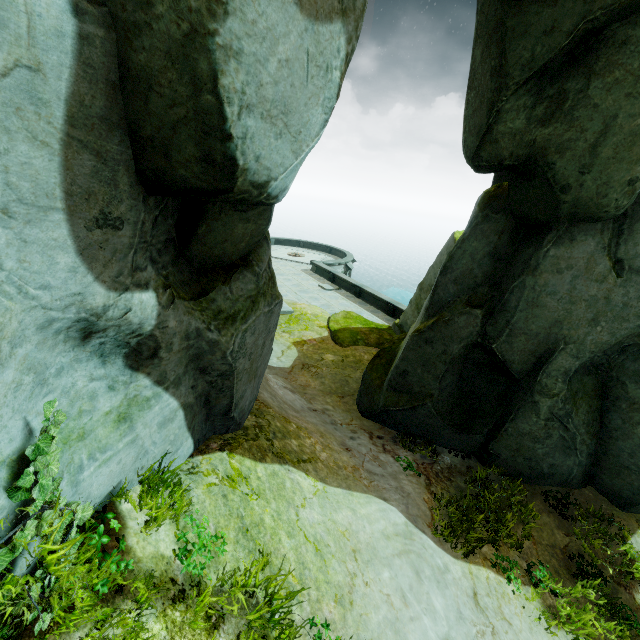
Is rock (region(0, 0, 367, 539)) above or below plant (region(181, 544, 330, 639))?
above

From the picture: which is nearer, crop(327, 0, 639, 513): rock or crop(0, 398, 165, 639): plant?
crop(0, 398, 165, 639): plant

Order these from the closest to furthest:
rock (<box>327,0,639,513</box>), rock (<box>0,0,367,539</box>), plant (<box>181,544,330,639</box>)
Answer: rock (<box>0,0,367,539</box>)
plant (<box>181,544,330,639</box>)
rock (<box>327,0,639,513</box>)

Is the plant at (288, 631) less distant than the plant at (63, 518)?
No

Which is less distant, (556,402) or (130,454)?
(130,454)

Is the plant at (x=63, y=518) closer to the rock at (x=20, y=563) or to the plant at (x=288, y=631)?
the rock at (x=20, y=563)

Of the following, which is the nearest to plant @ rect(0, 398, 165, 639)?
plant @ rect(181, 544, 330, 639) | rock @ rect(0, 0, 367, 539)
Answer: rock @ rect(0, 0, 367, 539)
